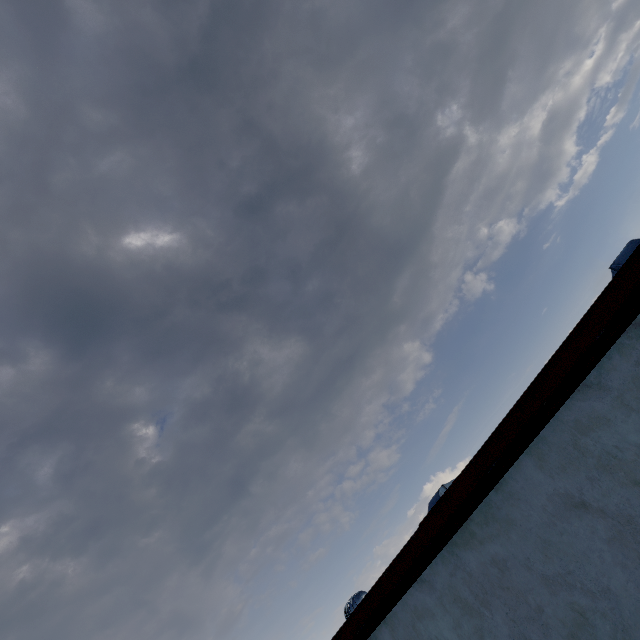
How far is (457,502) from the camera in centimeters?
304cm
